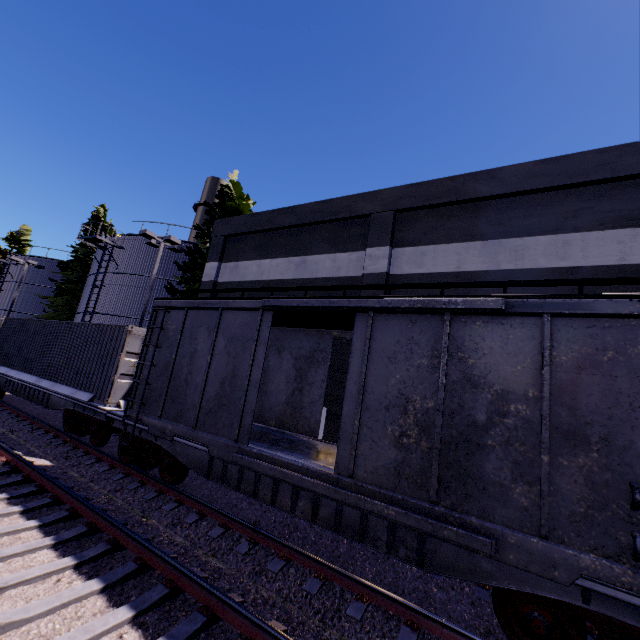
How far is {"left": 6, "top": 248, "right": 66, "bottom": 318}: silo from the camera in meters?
33.0

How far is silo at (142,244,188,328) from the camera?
22.3 meters

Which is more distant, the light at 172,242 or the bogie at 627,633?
the light at 172,242

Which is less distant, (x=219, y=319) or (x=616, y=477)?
(x=616, y=477)

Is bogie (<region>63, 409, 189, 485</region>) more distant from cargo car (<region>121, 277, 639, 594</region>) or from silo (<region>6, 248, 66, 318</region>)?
silo (<region>6, 248, 66, 318</region>)

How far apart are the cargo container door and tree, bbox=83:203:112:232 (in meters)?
27.74

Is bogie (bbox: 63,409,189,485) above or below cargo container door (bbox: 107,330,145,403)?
below

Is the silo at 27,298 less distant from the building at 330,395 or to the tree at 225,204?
the tree at 225,204
